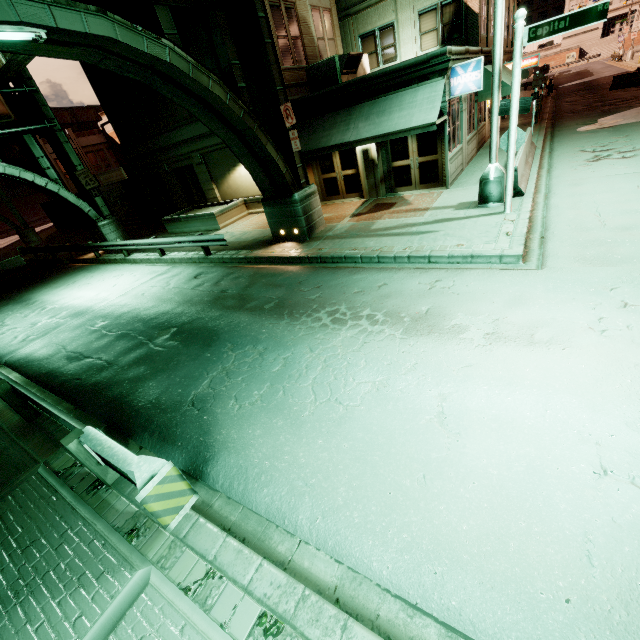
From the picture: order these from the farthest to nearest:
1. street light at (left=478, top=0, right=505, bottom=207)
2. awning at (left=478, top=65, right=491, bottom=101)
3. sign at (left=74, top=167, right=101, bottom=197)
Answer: sign at (left=74, top=167, right=101, bottom=197) → awning at (left=478, top=65, right=491, bottom=101) → street light at (left=478, top=0, right=505, bottom=207)

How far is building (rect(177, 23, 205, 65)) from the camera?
14.93m

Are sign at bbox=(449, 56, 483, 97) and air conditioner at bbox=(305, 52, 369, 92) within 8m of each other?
yes

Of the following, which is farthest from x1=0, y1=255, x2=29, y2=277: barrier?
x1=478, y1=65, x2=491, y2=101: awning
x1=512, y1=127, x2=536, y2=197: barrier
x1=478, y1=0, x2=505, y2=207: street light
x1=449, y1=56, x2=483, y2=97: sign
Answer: x1=478, y1=65, x2=491, y2=101: awning

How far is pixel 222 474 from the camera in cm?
470

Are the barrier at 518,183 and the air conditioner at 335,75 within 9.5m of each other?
yes

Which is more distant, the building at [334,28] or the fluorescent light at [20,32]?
the building at [334,28]

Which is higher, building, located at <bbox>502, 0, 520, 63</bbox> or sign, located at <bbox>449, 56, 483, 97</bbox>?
building, located at <bbox>502, 0, 520, 63</bbox>
